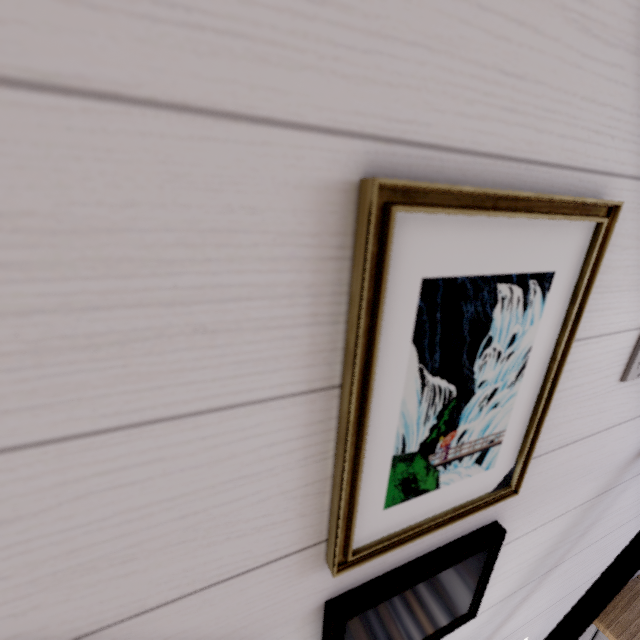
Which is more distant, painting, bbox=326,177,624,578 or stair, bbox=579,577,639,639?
stair, bbox=579,577,639,639

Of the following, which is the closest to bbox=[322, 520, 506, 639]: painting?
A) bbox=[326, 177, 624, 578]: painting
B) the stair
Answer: bbox=[326, 177, 624, 578]: painting

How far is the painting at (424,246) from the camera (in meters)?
0.28

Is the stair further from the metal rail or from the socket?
the socket

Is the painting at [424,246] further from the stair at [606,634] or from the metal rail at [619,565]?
the stair at [606,634]

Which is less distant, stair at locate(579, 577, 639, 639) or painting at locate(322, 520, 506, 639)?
painting at locate(322, 520, 506, 639)

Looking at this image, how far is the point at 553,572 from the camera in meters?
0.8 m

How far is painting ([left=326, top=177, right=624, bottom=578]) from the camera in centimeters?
28cm
